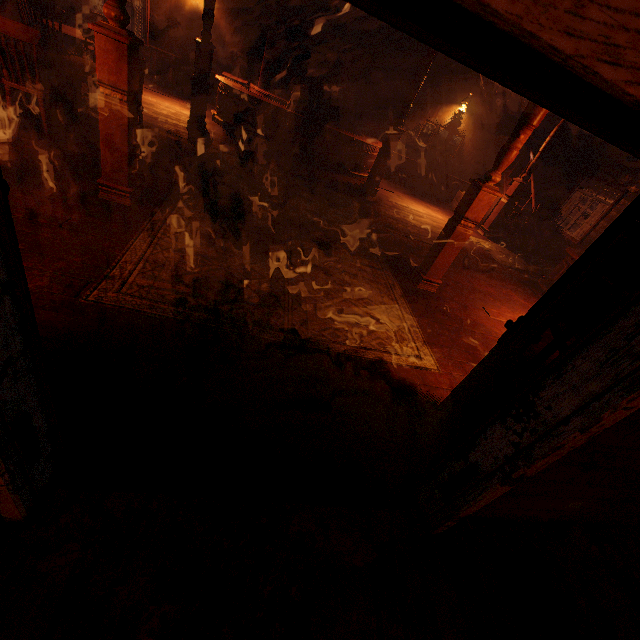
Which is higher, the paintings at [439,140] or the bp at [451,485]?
the paintings at [439,140]

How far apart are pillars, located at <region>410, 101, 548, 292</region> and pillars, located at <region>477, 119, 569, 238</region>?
5.5m

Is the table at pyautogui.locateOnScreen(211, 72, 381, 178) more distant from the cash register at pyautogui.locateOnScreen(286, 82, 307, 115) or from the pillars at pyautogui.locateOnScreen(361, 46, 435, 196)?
the pillars at pyautogui.locateOnScreen(361, 46, 435, 196)

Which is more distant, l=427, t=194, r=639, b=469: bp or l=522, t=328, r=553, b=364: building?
l=522, t=328, r=553, b=364: building

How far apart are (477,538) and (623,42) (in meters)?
2.66

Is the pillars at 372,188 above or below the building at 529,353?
above

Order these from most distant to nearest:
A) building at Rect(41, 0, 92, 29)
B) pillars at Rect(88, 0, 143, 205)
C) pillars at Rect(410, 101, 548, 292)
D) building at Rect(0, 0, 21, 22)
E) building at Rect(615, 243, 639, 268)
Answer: building at Rect(41, 0, 92, 29) → building at Rect(615, 243, 639, 268) → building at Rect(0, 0, 21, 22) → pillars at Rect(410, 101, 548, 292) → pillars at Rect(88, 0, 143, 205)

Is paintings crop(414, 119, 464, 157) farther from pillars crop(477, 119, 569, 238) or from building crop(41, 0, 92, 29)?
pillars crop(477, 119, 569, 238)
